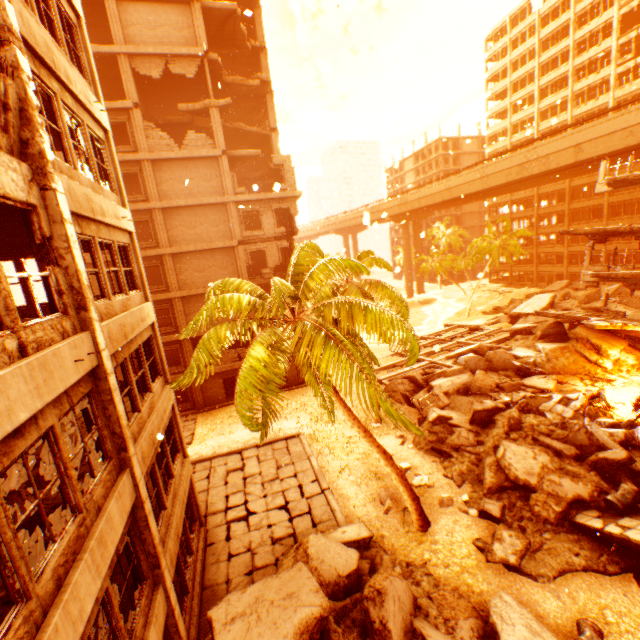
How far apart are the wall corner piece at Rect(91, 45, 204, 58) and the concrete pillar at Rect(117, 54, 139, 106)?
0.0m

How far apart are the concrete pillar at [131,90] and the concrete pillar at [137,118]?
0.3m

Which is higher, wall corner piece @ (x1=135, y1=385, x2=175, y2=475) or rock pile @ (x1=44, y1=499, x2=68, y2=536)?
rock pile @ (x1=44, y1=499, x2=68, y2=536)

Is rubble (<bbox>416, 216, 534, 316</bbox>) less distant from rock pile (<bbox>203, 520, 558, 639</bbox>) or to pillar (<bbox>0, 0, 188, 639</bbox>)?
rock pile (<bbox>203, 520, 558, 639</bbox>)

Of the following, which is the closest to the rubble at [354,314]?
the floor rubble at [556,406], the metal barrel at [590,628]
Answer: the metal barrel at [590,628]

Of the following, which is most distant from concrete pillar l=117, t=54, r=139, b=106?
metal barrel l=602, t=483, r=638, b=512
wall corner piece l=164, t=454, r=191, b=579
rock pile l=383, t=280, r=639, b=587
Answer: metal barrel l=602, t=483, r=638, b=512

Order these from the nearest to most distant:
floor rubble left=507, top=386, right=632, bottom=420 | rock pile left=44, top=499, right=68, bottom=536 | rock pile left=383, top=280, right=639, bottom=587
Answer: rock pile left=44, top=499, right=68, bottom=536 → rock pile left=383, top=280, right=639, bottom=587 → floor rubble left=507, top=386, right=632, bottom=420

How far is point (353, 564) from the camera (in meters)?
9.80
